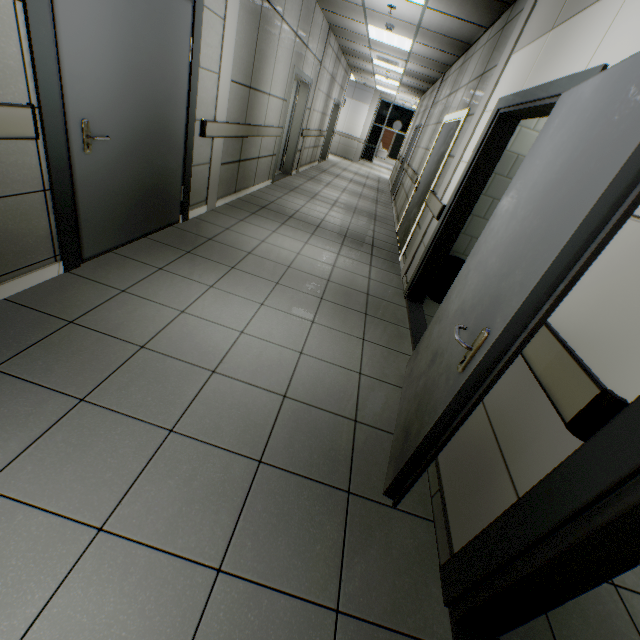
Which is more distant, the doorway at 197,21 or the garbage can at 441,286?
the garbage can at 441,286

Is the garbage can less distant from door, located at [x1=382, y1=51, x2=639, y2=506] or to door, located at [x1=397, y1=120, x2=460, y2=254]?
door, located at [x1=382, y1=51, x2=639, y2=506]

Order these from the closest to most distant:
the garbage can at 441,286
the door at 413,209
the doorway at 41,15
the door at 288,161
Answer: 1. the doorway at 41,15
2. the garbage can at 441,286
3. the door at 413,209
4. the door at 288,161

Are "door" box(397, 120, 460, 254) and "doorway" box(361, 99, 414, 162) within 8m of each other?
no

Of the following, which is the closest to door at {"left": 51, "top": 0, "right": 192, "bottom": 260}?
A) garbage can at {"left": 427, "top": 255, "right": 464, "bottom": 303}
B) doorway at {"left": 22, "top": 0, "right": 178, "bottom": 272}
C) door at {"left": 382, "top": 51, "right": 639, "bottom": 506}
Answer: doorway at {"left": 22, "top": 0, "right": 178, "bottom": 272}

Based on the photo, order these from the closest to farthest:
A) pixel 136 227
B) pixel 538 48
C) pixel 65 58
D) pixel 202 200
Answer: pixel 65 58
pixel 538 48
pixel 136 227
pixel 202 200

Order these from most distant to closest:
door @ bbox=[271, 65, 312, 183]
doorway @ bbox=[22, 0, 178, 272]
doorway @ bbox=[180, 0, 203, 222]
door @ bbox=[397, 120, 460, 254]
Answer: door @ bbox=[271, 65, 312, 183], door @ bbox=[397, 120, 460, 254], doorway @ bbox=[180, 0, 203, 222], doorway @ bbox=[22, 0, 178, 272]

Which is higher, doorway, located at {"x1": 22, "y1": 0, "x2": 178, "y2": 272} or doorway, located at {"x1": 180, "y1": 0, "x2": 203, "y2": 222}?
doorway, located at {"x1": 180, "y1": 0, "x2": 203, "y2": 222}
